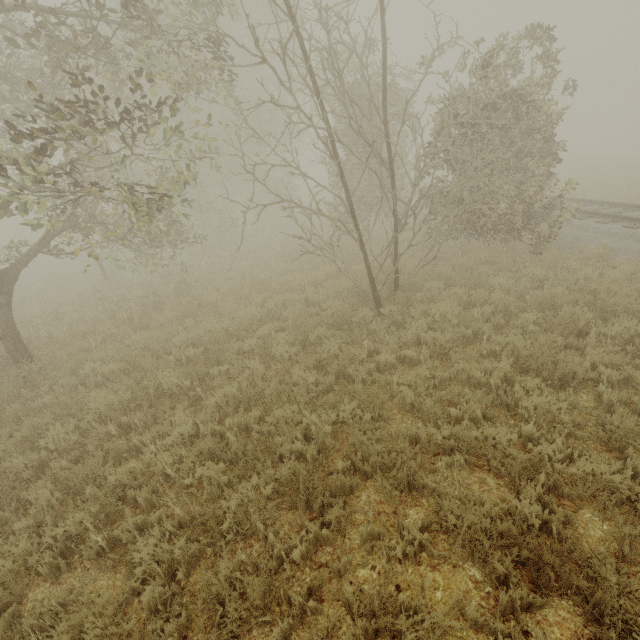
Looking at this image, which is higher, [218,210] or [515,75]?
[515,75]
